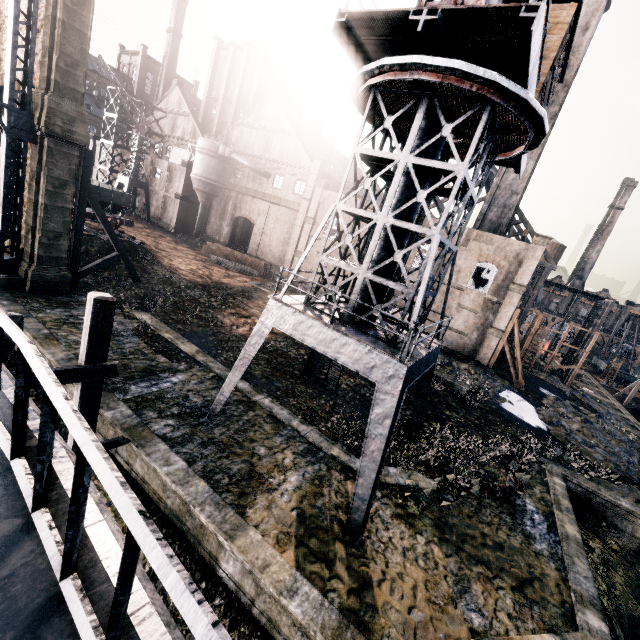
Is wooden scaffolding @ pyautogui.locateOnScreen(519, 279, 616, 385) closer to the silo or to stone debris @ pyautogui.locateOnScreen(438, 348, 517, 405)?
stone debris @ pyautogui.locateOnScreen(438, 348, 517, 405)

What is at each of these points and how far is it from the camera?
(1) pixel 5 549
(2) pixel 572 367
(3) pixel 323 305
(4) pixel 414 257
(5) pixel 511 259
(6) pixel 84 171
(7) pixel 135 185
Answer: (1) ship, 1.9 meters
(2) wooden scaffolding, 41.3 meters
(3) crane, 14.0 meters
(4) building, 34.7 meters
(5) building, 30.2 meters
(6) wooden brace, 20.0 meters
(7) crane, 46.8 meters

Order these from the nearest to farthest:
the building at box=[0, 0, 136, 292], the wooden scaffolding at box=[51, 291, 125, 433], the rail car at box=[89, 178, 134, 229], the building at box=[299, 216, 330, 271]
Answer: the wooden scaffolding at box=[51, 291, 125, 433] < the building at box=[0, 0, 136, 292] < the rail car at box=[89, 178, 134, 229] < the building at box=[299, 216, 330, 271]

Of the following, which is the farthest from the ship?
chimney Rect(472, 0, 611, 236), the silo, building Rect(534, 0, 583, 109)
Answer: chimney Rect(472, 0, 611, 236)

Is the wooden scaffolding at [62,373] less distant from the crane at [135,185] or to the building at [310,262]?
the building at [310,262]

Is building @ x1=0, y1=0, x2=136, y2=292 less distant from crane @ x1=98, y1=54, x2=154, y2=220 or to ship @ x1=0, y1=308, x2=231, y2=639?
crane @ x1=98, y1=54, x2=154, y2=220

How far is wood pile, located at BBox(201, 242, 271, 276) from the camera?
39.4m

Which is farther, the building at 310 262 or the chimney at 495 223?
the building at 310 262
